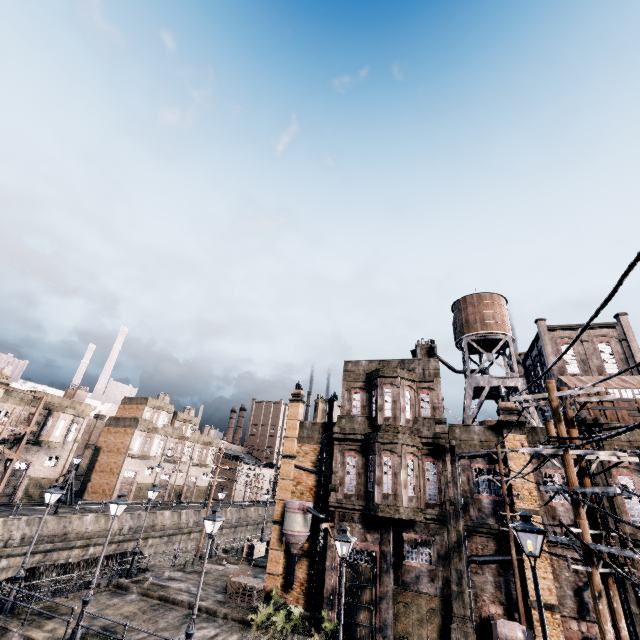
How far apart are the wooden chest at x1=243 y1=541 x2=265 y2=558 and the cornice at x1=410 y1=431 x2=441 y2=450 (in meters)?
23.40

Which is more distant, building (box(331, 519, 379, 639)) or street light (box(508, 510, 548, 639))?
building (box(331, 519, 379, 639))

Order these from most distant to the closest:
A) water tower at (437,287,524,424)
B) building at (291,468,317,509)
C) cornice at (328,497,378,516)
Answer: building at (291,468,317,509) < water tower at (437,287,524,424) < cornice at (328,497,378,516)

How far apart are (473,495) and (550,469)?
4.5m

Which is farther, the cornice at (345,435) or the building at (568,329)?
the building at (568,329)

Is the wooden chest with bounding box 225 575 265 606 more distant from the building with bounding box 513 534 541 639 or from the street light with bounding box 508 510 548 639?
the street light with bounding box 508 510 548 639

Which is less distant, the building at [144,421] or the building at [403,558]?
the building at [403,558]

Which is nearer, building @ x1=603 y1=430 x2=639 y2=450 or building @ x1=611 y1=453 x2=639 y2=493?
building @ x1=611 y1=453 x2=639 y2=493
